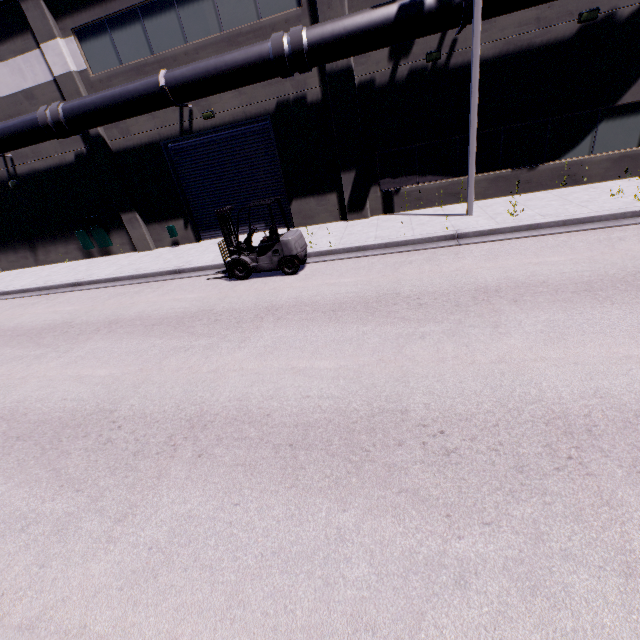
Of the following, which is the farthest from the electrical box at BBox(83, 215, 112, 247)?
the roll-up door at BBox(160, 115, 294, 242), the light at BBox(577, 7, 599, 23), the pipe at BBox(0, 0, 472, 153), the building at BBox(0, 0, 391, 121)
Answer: the light at BBox(577, 7, 599, 23)

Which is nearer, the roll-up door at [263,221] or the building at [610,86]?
the building at [610,86]

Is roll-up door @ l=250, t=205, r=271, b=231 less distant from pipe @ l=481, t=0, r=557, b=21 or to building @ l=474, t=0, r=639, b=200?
building @ l=474, t=0, r=639, b=200

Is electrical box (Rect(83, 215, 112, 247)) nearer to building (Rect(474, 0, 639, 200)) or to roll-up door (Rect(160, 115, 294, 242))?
building (Rect(474, 0, 639, 200))

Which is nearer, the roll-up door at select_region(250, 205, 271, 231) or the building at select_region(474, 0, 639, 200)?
the building at select_region(474, 0, 639, 200)

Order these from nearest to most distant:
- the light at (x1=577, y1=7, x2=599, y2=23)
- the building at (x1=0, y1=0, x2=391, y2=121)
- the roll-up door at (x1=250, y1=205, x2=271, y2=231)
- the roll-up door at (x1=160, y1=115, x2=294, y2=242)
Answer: the light at (x1=577, y1=7, x2=599, y2=23) → the building at (x1=0, y1=0, x2=391, y2=121) → the roll-up door at (x1=160, y1=115, x2=294, y2=242) → the roll-up door at (x1=250, y1=205, x2=271, y2=231)

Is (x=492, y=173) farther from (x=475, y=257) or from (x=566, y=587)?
(x=566, y=587)

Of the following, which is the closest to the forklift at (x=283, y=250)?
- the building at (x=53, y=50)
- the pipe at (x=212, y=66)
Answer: the pipe at (x=212, y=66)
